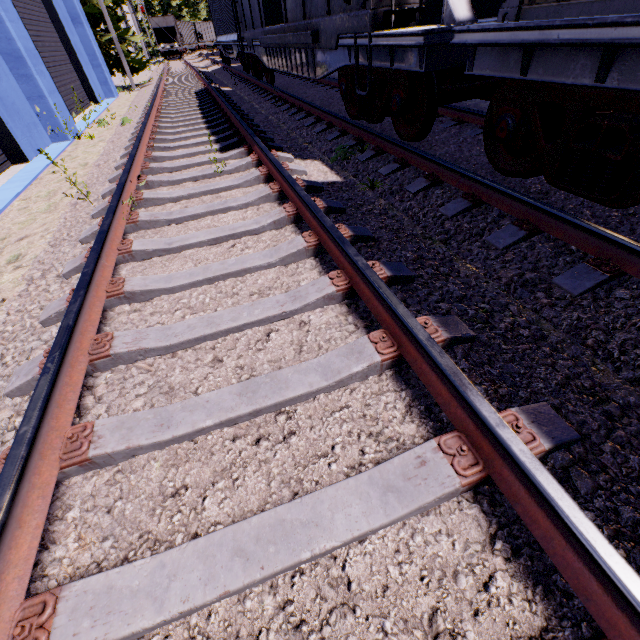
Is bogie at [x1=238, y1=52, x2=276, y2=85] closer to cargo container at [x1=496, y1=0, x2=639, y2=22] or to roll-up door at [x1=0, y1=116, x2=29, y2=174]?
roll-up door at [x1=0, y1=116, x2=29, y2=174]

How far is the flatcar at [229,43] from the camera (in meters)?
14.81

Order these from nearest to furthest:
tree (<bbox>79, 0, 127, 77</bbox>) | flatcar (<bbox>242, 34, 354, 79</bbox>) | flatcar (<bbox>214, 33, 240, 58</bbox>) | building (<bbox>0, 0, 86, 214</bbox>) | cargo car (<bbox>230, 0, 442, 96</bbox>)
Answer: cargo car (<bbox>230, 0, 442, 96</bbox>), flatcar (<bbox>242, 34, 354, 79</bbox>), building (<bbox>0, 0, 86, 214</bbox>), flatcar (<bbox>214, 33, 240, 58</bbox>), tree (<bbox>79, 0, 127, 77</bbox>)

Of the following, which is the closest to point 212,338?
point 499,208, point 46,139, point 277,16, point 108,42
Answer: point 499,208

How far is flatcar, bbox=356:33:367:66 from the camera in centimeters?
449cm

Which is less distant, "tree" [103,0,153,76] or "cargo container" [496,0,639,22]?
"cargo container" [496,0,639,22]

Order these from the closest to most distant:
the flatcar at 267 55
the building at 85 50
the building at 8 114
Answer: the flatcar at 267 55, the building at 8 114, the building at 85 50

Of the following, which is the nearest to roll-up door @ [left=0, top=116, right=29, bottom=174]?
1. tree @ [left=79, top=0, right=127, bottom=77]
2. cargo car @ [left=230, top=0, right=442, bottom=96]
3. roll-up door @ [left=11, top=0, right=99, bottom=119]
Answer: cargo car @ [left=230, top=0, right=442, bottom=96]
